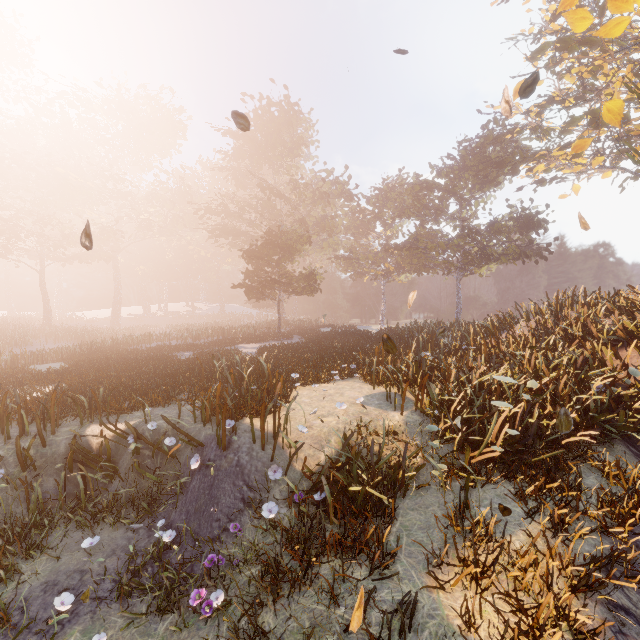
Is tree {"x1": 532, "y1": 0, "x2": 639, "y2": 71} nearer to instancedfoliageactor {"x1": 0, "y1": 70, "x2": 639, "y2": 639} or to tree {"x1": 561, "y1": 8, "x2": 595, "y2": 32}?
tree {"x1": 561, "y1": 8, "x2": 595, "y2": 32}

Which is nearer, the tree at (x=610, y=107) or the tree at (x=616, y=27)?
the tree at (x=616, y=27)

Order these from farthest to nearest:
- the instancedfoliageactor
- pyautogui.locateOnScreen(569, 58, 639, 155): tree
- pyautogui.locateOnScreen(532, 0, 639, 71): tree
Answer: pyautogui.locateOnScreen(569, 58, 639, 155): tree < pyautogui.locateOnScreen(532, 0, 639, 71): tree < the instancedfoliageactor

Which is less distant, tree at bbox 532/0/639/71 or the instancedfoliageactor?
the instancedfoliageactor

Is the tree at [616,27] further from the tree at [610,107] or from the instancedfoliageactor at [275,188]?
the instancedfoliageactor at [275,188]

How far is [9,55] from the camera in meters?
39.9 m

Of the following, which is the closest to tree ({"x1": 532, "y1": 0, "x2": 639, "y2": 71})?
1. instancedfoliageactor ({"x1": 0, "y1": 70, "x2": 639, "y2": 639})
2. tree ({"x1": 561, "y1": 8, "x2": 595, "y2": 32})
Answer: tree ({"x1": 561, "y1": 8, "x2": 595, "y2": 32})
